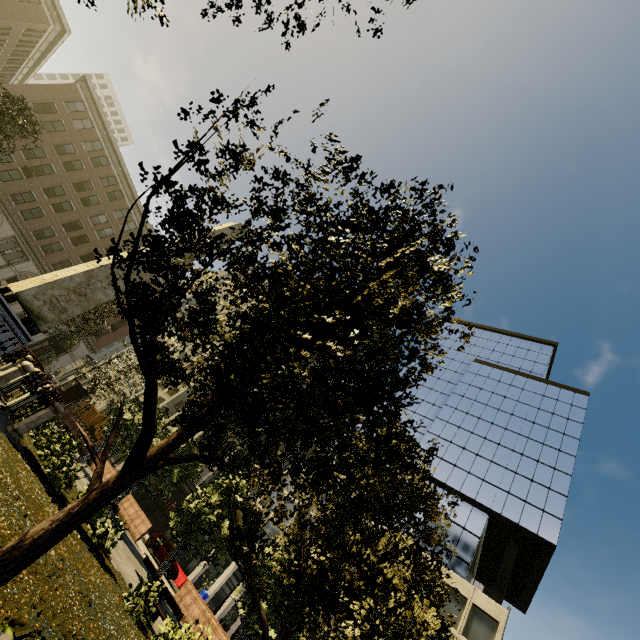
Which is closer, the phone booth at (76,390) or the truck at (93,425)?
the phone booth at (76,390)

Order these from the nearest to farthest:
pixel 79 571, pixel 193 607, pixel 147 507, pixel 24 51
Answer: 1. pixel 79 571
2. pixel 193 607
3. pixel 24 51
4. pixel 147 507

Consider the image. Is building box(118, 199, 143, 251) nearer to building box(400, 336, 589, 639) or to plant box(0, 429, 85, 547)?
building box(400, 336, 589, 639)

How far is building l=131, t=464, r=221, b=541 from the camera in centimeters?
4069cm

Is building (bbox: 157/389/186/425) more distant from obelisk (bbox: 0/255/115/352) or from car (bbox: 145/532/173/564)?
obelisk (bbox: 0/255/115/352)

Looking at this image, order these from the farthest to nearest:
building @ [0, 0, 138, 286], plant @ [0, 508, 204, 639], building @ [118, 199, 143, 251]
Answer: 1. building @ [118, 199, 143, 251]
2. building @ [0, 0, 138, 286]
3. plant @ [0, 508, 204, 639]

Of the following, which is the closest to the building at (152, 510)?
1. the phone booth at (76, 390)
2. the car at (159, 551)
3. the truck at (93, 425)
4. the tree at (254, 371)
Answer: the tree at (254, 371)

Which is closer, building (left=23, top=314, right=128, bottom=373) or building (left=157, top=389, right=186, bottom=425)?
building (left=23, top=314, right=128, bottom=373)
